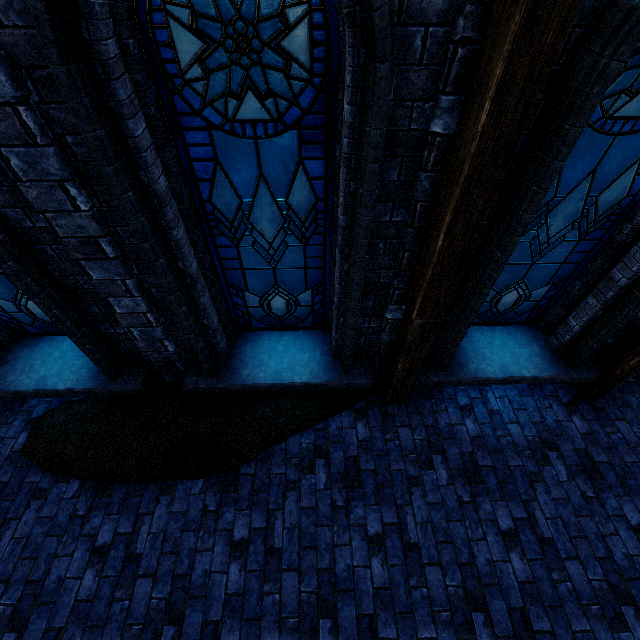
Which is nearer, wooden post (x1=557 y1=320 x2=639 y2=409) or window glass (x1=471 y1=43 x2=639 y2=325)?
window glass (x1=471 y1=43 x2=639 y2=325)

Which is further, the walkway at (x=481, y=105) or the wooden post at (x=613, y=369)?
the wooden post at (x=613, y=369)

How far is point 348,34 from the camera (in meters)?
1.79

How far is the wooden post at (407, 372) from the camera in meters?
3.3

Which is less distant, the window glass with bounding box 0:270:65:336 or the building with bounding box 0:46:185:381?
the building with bounding box 0:46:185:381

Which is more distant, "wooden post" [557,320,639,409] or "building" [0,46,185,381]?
"wooden post" [557,320,639,409]

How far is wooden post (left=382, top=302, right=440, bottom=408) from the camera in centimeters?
327cm

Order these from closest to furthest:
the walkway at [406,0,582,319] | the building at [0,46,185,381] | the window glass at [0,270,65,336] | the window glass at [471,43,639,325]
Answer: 1. the walkway at [406,0,582,319]
2. the building at [0,46,185,381]
3. the window glass at [471,43,639,325]
4. the window glass at [0,270,65,336]
